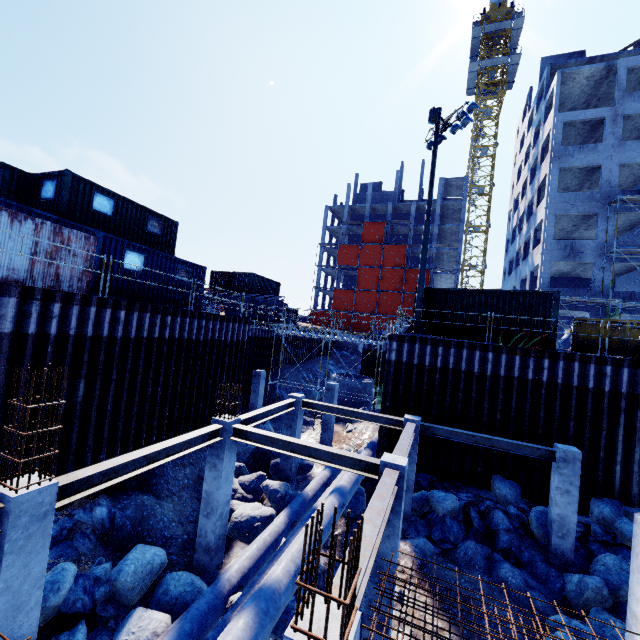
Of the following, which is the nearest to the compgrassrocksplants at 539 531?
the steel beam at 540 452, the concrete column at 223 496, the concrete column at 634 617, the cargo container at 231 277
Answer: the steel beam at 540 452

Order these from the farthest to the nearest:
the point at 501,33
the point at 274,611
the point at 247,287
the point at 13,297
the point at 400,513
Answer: the point at 501,33, the point at 247,287, the point at 13,297, the point at 400,513, the point at 274,611

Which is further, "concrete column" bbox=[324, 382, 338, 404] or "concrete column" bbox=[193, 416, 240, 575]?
"concrete column" bbox=[324, 382, 338, 404]

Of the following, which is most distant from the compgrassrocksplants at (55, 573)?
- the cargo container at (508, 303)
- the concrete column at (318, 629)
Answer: the cargo container at (508, 303)

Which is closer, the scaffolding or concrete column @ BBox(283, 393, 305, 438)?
concrete column @ BBox(283, 393, 305, 438)

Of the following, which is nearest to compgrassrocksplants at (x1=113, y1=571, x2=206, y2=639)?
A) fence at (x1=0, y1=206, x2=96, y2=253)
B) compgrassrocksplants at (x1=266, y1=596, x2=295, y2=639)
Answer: compgrassrocksplants at (x1=266, y1=596, x2=295, y2=639)

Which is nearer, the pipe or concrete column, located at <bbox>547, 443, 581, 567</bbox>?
concrete column, located at <bbox>547, 443, 581, 567</bbox>

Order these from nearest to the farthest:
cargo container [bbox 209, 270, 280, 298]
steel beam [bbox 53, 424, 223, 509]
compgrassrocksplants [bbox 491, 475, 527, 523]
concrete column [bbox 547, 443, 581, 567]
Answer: steel beam [bbox 53, 424, 223, 509] → concrete column [bbox 547, 443, 581, 567] → compgrassrocksplants [bbox 491, 475, 527, 523] → cargo container [bbox 209, 270, 280, 298]
